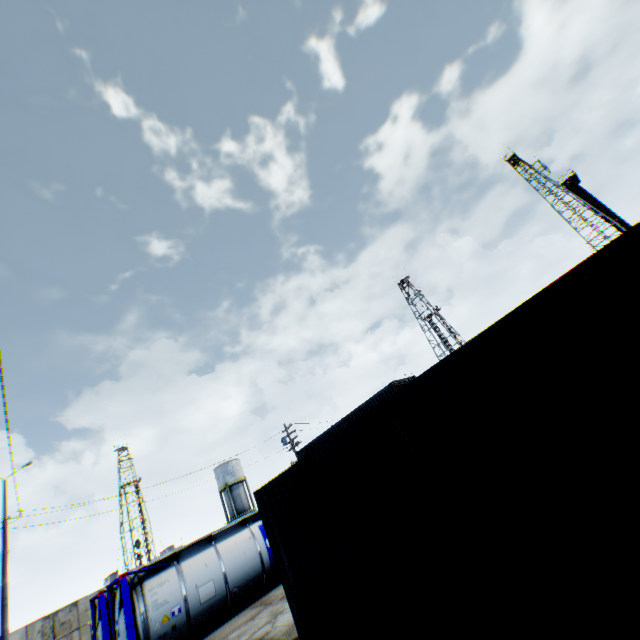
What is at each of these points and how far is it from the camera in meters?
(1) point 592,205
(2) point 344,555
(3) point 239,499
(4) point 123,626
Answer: (1) landrig, 50.6
(2) storage container, 5.7
(3) vertical tank, 47.3
(4) tank container, 10.8

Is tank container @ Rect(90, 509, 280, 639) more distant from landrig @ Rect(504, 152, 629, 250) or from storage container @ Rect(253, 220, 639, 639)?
landrig @ Rect(504, 152, 629, 250)

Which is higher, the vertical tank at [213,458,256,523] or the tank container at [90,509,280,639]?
the vertical tank at [213,458,256,523]

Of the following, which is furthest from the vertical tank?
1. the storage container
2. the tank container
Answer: the storage container

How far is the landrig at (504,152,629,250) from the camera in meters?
46.6 m

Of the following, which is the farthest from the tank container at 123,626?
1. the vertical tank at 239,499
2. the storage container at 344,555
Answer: the vertical tank at 239,499

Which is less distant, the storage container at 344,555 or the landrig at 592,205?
the storage container at 344,555

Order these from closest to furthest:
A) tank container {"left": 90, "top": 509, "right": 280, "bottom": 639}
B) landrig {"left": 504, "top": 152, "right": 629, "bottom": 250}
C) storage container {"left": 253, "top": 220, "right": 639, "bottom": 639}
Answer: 1. storage container {"left": 253, "top": 220, "right": 639, "bottom": 639}
2. tank container {"left": 90, "top": 509, "right": 280, "bottom": 639}
3. landrig {"left": 504, "top": 152, "right": 629, "bottom": 250}
